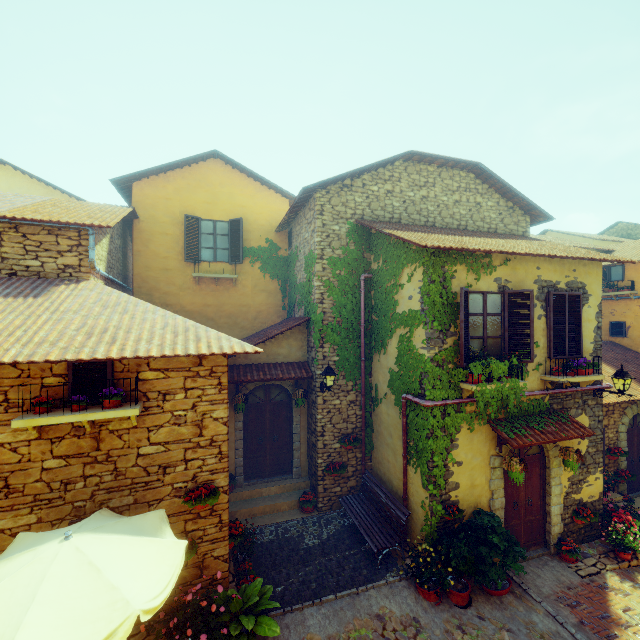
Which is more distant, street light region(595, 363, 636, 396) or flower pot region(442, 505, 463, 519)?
street light region(595, 363, 636, 396)

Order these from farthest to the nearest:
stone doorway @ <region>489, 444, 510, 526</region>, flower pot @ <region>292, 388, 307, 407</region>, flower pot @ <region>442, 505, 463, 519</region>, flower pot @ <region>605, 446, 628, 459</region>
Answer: flower pot @ <region>605, 446, 628, 459</region>, flower pot @ <region>292, 388, 307, 407</region>, stone doorway @ <region>489, 444, 510, 526</region>, flower pot @ <region>442, 505, 463, 519</region>

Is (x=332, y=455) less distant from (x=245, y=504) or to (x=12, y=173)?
(x=245, y=504)

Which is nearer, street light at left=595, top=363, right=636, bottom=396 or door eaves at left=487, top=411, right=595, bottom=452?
door eaves at left=487, top=411, right=595, bottom=452

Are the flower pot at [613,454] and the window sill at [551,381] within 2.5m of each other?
no

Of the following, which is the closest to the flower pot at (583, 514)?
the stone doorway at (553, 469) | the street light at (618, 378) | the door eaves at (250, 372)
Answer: the stone doorway at (553, 469)

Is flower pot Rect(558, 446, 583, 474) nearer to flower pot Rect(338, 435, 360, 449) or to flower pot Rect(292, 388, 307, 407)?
flower pot Rect(338, 435, 360, 449)

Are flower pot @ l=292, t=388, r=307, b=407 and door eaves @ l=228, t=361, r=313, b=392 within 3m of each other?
yes
